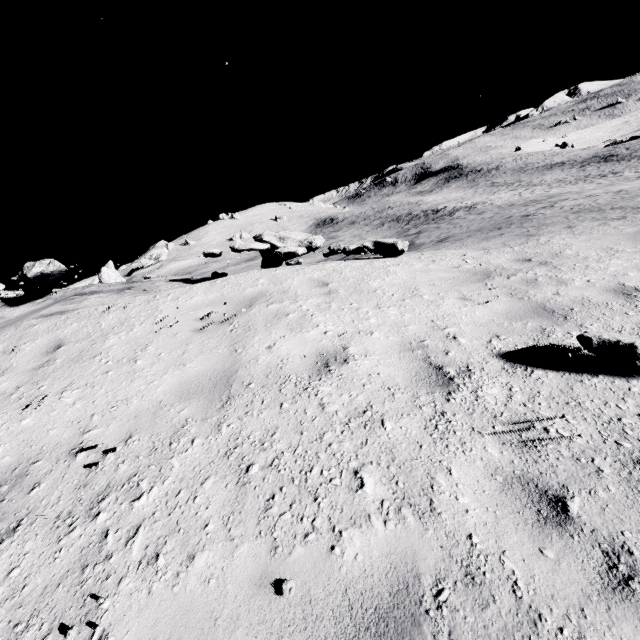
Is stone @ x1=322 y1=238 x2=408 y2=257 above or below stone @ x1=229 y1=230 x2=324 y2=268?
below

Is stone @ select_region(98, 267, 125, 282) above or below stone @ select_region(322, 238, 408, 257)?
above

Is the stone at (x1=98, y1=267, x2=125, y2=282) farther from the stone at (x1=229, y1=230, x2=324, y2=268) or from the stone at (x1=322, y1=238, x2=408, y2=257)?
the stone at (x1=322, y1=238, x2=408, y2=257)

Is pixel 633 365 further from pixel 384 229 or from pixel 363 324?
pixel 384 229

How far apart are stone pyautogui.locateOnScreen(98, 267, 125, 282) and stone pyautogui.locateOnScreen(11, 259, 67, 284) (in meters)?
46.88

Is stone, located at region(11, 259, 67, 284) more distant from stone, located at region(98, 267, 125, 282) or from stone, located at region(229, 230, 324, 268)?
stone, located at region(98, 267, 125, 282)

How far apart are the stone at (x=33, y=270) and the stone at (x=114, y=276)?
46.9 meters

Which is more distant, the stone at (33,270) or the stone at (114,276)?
the stone at (114,276)
